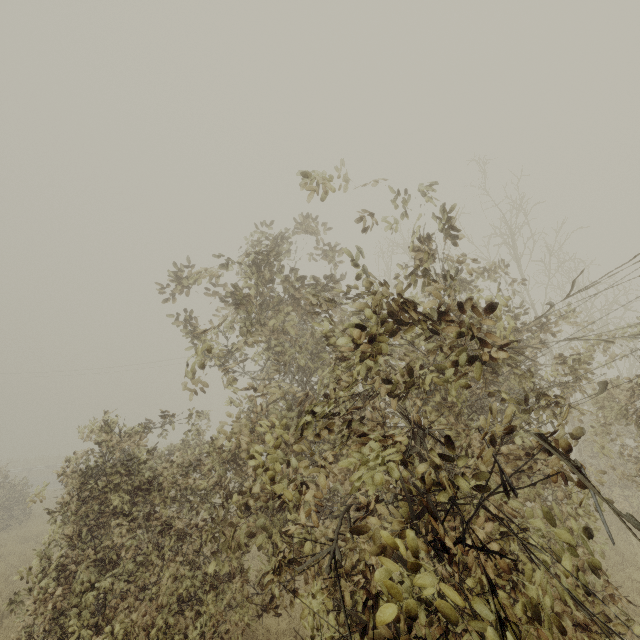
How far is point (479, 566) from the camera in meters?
2.5 m
